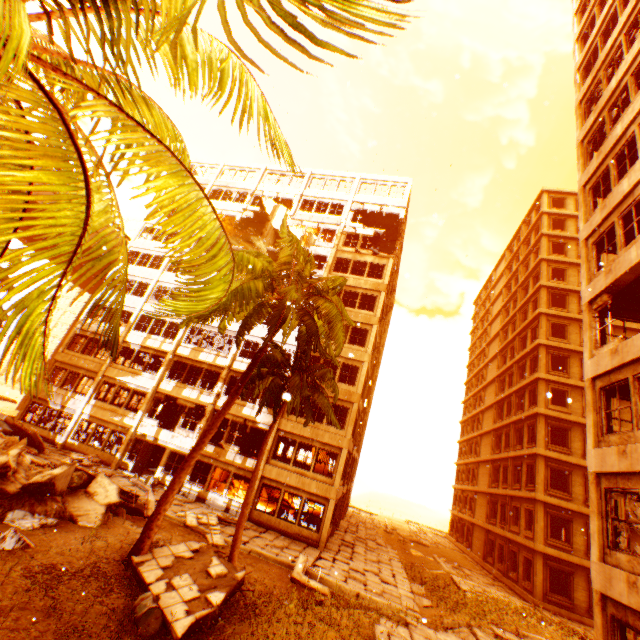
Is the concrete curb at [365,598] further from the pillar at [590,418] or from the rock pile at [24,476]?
the pillar at [590,418]

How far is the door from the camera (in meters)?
21.45

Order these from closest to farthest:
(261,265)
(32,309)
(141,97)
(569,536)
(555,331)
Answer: (32,309), (141,97), (261,265), (569,536), (555,331)

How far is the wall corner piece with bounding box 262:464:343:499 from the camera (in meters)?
19.72

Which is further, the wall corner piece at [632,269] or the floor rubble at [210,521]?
the floor rubble at [210,521]

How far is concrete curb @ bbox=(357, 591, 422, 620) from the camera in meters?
10.6 m

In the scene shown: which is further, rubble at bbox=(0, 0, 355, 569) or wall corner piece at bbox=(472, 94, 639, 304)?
wall corner piece at bbox=(472, 94, 639, 304)

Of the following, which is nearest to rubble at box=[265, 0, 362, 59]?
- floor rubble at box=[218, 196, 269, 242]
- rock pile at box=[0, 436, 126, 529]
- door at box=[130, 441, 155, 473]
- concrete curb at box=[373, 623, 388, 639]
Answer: rock pile at box=[0, 436, 126, 529]
